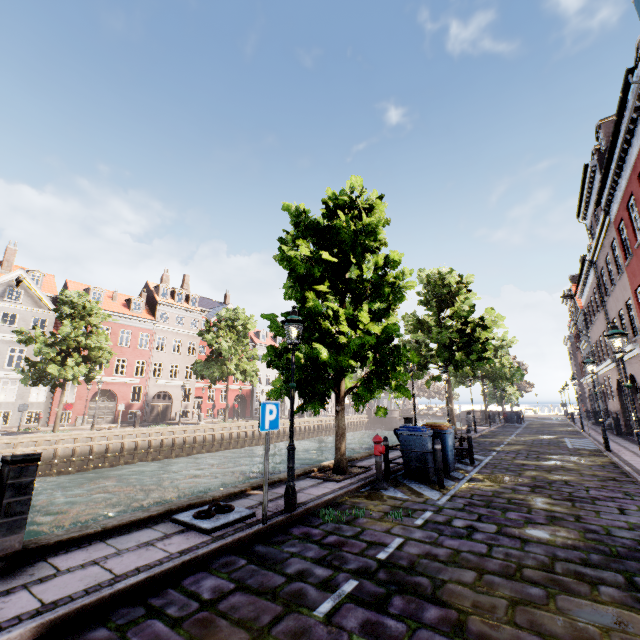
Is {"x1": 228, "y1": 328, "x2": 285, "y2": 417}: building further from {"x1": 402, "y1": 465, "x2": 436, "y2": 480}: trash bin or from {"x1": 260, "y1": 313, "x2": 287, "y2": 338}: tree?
{"x1": 402, "y1": 465, "x2": 436, "y2": 480}: trash bin

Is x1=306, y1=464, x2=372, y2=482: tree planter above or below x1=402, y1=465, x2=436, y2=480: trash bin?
below

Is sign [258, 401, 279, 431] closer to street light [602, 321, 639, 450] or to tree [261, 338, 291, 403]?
street light [602, 321, 639, 450]

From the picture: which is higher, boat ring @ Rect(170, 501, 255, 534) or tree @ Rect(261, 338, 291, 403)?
tree @ Rect(261, 338, 291, 403)

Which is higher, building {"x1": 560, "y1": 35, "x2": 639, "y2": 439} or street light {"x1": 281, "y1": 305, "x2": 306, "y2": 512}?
building {"x1": 560, "y1": 35, "x2": 639, "y2": 439}

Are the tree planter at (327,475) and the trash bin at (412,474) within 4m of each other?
yes

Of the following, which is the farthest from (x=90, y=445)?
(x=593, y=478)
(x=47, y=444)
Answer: (x=593, y=478)

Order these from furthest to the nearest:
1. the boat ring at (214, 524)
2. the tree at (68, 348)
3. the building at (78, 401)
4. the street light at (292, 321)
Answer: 1. the building at (78, 401)
2. the tree at (68, 348)
3. the street light at (292, 321)
4. the boat ring at (214, 524)
